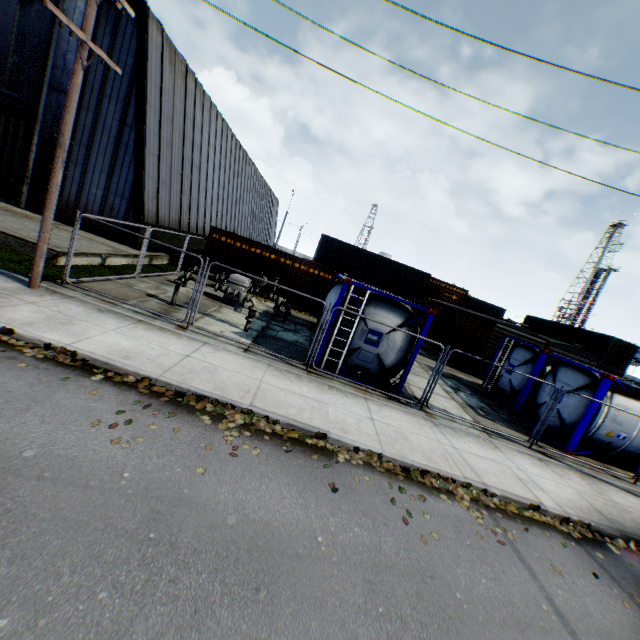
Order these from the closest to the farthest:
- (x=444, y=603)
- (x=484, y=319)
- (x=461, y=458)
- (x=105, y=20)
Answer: (x=444, y=603) < (x=461, y=458) < (x=105, y=20) < (x=484, y=319)

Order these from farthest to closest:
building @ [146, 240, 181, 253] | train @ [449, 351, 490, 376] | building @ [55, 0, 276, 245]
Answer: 1. train @ [449, 351, 490, 376]
2. building @ [146, 240, 181, 253]
3. building @ [55, 0, 276, 245]

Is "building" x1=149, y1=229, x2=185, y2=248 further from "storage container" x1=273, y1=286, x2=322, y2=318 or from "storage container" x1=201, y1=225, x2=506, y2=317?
"storage container" x1=201, y1=225, x2=506, y2=317

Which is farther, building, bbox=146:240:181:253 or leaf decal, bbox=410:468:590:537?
building, bbox=146:240:181:253

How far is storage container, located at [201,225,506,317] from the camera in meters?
18.5 m

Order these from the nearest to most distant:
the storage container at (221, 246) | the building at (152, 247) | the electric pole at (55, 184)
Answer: the electric pole at (55, 184), the building at (152, 247), the storage container at (221, 246)

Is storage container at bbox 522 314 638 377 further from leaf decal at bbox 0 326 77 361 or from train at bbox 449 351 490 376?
leaf decal at bbox 0 326 77 361

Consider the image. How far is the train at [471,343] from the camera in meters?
18.8 m
